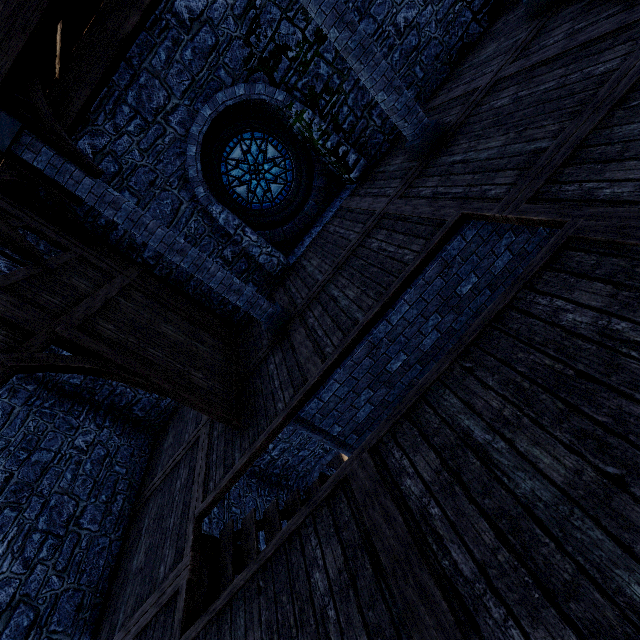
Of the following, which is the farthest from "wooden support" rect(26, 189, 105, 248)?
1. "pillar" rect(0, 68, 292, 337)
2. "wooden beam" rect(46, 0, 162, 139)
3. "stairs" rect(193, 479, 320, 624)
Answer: "stairs" rect(193, 479, 320, 624)

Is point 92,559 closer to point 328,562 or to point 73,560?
point 73,560

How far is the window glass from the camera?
8.79m

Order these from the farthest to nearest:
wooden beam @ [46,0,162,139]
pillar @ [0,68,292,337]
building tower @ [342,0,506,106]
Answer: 1. building tower @ [342,0,506,106]
2. wooden beam @ [46,0,162,139]
3. pillar @ [0,68,292,337]

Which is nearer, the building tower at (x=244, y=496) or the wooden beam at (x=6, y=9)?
the wooden beam at (x=6, y=9)

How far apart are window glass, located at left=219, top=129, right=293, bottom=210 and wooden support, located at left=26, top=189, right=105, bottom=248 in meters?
3.4

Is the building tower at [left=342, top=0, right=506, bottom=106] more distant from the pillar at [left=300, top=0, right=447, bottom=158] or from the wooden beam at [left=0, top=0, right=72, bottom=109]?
the pillar at [left=300, top=0, right=447, bottom=158]

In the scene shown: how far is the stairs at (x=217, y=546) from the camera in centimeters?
450cm
